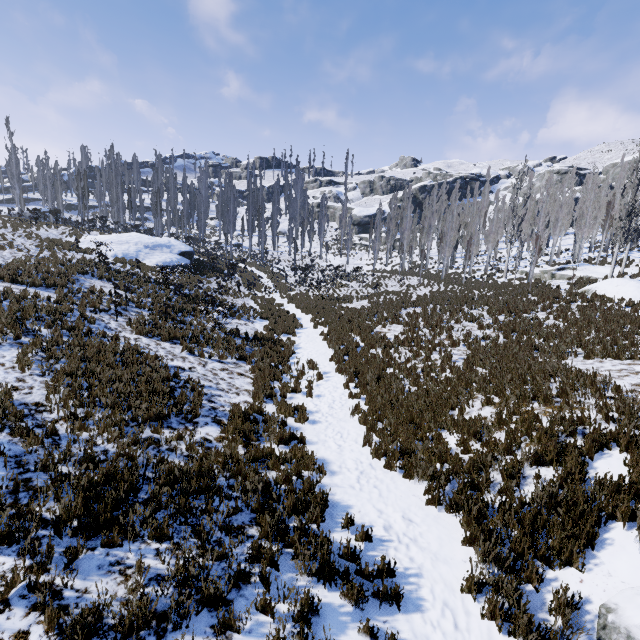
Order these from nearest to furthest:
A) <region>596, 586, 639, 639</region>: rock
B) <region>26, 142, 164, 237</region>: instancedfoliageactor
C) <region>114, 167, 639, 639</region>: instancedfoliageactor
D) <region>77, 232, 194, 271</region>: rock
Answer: <region>596, 586, 639, 639</region>: rock, <region>114, 167, 639, 639</region>: instancedfoliageactor, <region>77, 232, 194, 271</region>: rock, <region>26, 142, 164, 237</region>: instancedfoliageactor

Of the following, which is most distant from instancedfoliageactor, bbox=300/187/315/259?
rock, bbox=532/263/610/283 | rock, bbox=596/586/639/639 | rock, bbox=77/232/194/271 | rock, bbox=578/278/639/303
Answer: rock, bbox=596/586/639/639

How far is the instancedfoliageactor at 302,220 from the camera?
49.8 meters

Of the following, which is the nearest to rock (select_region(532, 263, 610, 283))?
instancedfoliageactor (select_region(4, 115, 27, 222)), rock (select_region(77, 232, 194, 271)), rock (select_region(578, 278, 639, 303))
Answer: instancedfoliageactor (select_region(4, 115, 27, 222))

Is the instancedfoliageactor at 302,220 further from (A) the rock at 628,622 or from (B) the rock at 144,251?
(A) the rock at 628,622

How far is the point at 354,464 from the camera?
6.9m

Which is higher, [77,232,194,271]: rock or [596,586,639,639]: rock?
[77,232,194,271]: rock

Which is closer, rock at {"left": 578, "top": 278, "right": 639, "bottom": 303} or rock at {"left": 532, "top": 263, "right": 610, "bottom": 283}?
rock at {"left": 578, "top": 278, "right": 639, "bottom": 303}
